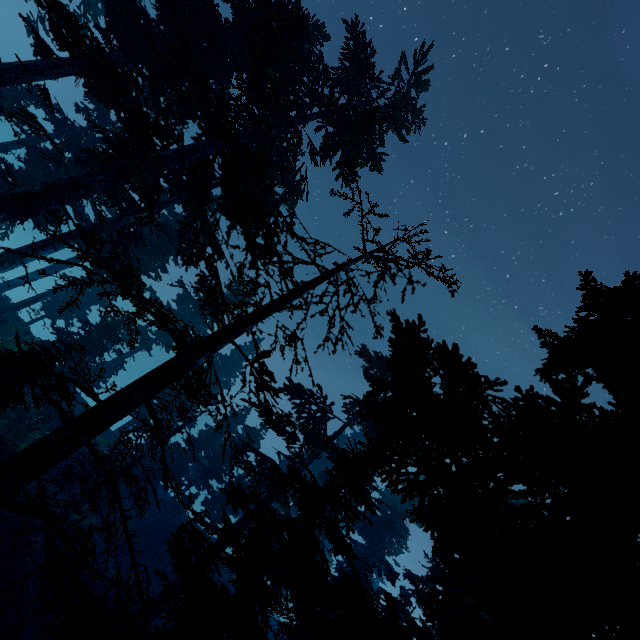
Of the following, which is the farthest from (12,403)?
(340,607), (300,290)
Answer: (340,607)
